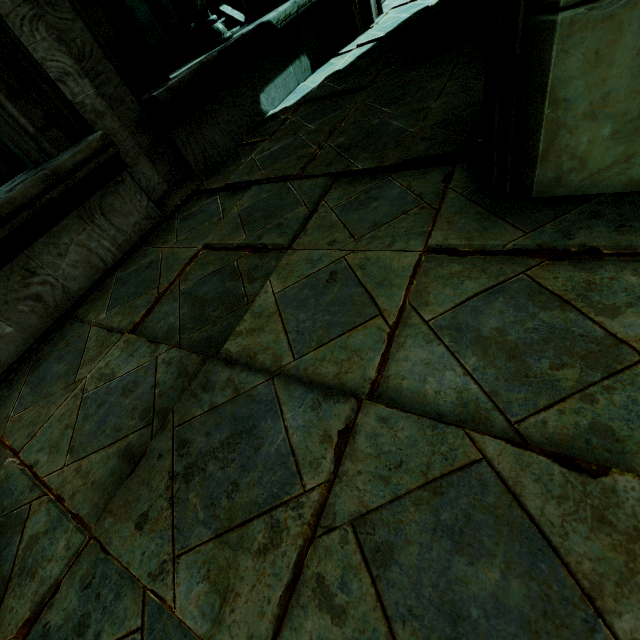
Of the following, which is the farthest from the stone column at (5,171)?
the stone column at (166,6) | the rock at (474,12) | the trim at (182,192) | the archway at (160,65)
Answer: the stone column at (166,6)

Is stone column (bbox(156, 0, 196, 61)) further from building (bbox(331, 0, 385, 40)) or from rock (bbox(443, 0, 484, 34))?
rock (bbox(443, 0, 484, 34))

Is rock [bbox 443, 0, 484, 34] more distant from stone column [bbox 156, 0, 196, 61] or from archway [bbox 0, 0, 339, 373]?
stone column [bbox 156, 0, 196, 61]

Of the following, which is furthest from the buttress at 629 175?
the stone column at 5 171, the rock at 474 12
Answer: the stone column at 5 171

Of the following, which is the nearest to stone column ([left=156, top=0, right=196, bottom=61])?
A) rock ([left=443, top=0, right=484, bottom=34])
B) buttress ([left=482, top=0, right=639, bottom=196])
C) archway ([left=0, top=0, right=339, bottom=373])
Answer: archway ([left=0, top=0, right=339, bottom=373])

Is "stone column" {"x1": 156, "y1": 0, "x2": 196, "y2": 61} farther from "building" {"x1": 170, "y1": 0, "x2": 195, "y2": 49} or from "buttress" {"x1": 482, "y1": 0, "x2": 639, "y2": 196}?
"buttress" {"x1": 482, "y1": 0, "x2": 639, "y2": 196}

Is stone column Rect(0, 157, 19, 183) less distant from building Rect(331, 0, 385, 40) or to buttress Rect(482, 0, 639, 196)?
building Rect(331, 0, 385, 40)

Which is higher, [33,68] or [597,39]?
[33,68]
